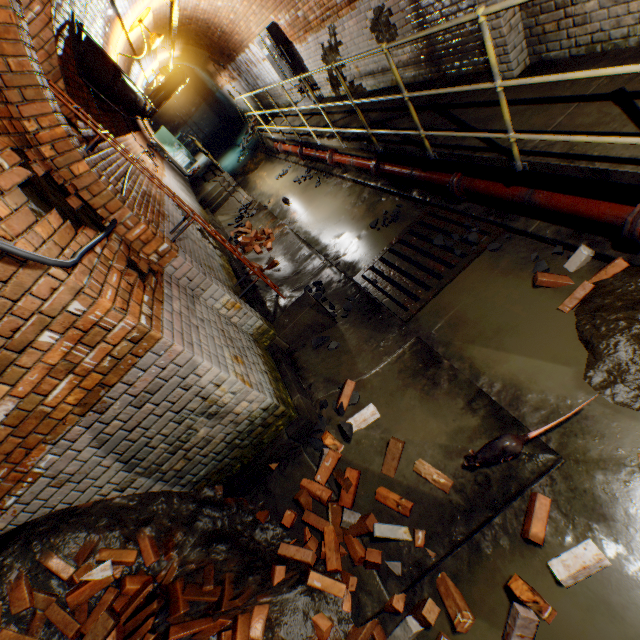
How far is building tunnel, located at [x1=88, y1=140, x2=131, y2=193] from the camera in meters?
3.9

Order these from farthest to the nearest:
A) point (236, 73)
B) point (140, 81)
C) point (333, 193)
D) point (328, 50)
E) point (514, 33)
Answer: point (140, 81)
point (236, 73)
point (333, 193)
point (328, 50)
point (514, 33)

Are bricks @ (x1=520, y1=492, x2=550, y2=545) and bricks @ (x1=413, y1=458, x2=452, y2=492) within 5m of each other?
yes

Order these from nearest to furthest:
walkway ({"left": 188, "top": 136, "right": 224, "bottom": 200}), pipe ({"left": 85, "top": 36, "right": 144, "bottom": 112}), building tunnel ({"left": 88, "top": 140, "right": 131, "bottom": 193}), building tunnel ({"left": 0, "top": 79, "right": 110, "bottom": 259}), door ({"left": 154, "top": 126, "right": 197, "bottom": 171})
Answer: building tunnel ({"left": 0, "top": 79, "right": 110, "bottom": 259}) → building tunnel ({"left": 88, "top": 140, "right": 131, "bottom": 193}) → pipe ({"left": 85, "top": 36, "right": 144, "bottom": 112}) → walkway ({"left": 188, "top": 136, "right": 224, "bottom": 200}) → door ({"left": 154, "top": 126, "right": 197, "bottom": 171})

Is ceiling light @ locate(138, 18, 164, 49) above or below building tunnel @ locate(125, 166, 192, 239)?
above

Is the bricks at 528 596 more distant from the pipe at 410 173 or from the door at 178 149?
the door at 178 149

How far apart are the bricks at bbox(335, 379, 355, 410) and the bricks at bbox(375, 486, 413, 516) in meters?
0.2

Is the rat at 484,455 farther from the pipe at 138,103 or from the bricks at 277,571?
the pipe at 138,103
